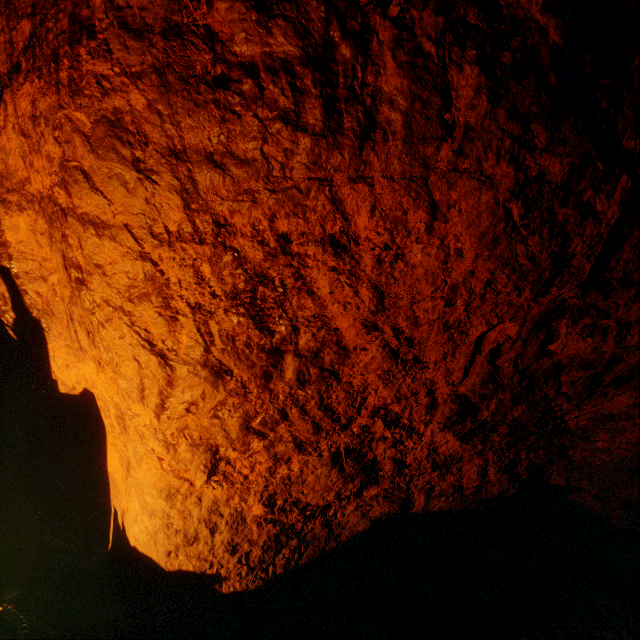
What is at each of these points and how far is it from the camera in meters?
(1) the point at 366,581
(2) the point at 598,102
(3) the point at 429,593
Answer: (1) instancedfoliageactor, 2.2 m
(2) z, 1.1 m
(3) instancedfoliageactor, 2.2 m

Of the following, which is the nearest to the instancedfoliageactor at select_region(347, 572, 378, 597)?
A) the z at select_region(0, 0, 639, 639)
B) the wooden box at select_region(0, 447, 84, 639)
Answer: the z at select_region(0, 0, 639, 639)

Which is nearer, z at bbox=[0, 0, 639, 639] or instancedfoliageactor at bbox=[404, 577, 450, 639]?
z at bbox=[0, 0, 639, 639]

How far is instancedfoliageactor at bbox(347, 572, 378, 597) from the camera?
2.2m

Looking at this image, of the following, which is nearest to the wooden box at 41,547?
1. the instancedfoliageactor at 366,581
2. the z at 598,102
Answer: the z at 598,102

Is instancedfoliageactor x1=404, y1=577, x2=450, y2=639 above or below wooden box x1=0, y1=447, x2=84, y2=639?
below

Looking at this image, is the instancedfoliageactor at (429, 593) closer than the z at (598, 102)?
No
